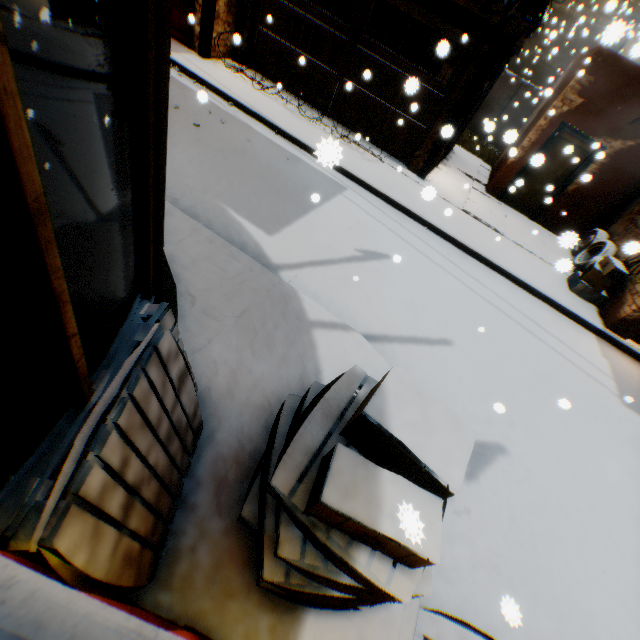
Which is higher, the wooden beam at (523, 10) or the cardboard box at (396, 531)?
the wooden beam at (523, 10)

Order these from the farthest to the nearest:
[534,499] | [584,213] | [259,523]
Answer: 1. [584,213]
2. [534,499]
3. [259,523]

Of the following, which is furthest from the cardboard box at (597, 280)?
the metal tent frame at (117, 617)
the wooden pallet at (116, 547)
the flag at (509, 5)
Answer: the flag at (509, 5)

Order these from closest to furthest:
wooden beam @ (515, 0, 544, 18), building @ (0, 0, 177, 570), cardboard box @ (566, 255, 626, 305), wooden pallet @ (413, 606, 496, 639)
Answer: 1. building @ (0, 0, 177, 570)
2. wooden pallet @ (413, 606, 496, 639)
3. wooden beam @ (515, 0, 544, 18)
4. cardboard box @ (566, 255, 626, 305)

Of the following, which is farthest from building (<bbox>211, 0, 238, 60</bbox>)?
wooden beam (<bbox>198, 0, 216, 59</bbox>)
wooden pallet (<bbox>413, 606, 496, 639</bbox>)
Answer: wooden pallet (<bbox>413, 606, 496, 639</bbox>)

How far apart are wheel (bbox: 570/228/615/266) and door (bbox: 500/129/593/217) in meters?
0.4

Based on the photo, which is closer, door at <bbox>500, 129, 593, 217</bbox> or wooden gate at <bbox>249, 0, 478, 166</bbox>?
wooden gate at <bbox>249, 0, 478, 166</bbox>

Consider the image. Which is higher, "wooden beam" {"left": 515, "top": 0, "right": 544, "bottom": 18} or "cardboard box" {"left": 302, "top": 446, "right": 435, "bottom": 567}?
"wooden beam" {"left": 515, "top": 0, "right": 544, "bottom": 18}
